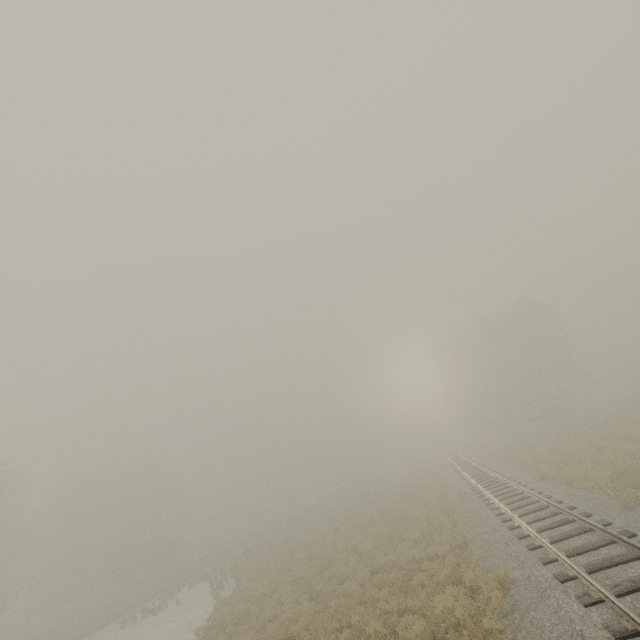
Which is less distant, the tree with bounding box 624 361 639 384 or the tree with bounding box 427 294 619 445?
the tree with bounding box 427 294 619 445

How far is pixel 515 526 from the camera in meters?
12.2

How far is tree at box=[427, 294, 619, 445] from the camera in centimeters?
4144cm

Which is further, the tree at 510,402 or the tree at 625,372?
the tree at 625,372

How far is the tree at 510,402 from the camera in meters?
41.4 m
